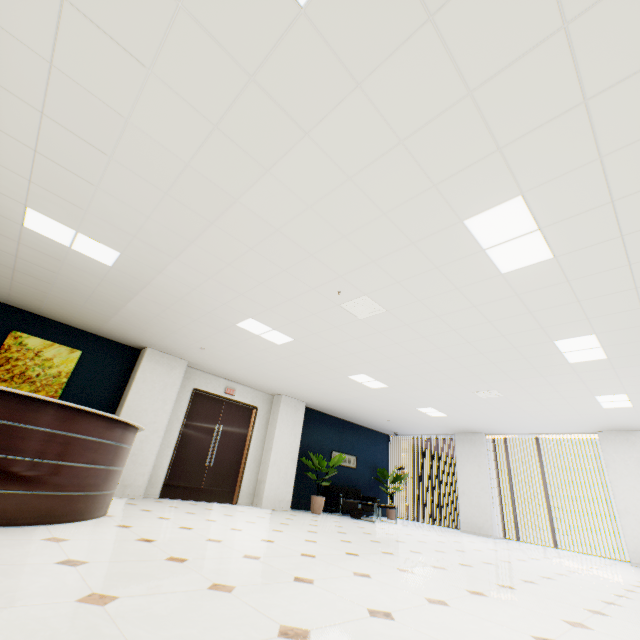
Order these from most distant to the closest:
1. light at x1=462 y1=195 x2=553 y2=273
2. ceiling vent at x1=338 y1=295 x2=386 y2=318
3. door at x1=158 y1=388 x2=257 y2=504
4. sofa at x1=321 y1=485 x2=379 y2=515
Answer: sofa at x1=321 y1=485 x2=379 y2=515 → door at x1=158 y1=388 x2=257 y2=504 → ceiling vent at x1=338 y1=295 x2=386 y2=318 → light at x1=462 y1=195 x2=553 y2=273

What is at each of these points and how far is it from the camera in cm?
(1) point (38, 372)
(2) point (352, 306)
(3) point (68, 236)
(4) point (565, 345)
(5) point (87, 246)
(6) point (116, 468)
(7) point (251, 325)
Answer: (1) picture, 619
(2) ceiling vent, 456
(3) light, 395
(4) light, 477
(5) light, 409
(6) reception desk, 414
(7) light, 558

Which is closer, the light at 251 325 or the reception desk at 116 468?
the reception desk at 116 468

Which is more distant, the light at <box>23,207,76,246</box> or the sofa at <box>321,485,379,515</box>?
the sofa at <box>321,485,379,515</box>

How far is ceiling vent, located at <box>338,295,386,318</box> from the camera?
4.38m

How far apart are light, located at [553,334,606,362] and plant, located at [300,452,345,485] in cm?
670

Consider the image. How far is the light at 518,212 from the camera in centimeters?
279cm

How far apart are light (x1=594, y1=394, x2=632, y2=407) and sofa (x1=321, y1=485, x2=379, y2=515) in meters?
7.0
